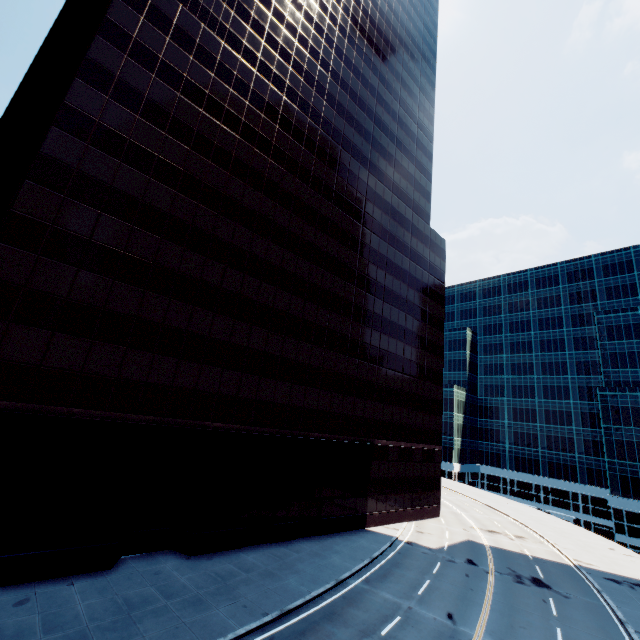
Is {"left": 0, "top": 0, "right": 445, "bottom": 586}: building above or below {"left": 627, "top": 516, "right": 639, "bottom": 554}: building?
above

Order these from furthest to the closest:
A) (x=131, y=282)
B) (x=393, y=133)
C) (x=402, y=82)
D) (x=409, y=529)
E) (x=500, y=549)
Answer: (x=402, y=82) < (x=393, y=133) < (x=409, y=529) < (x=500, y=549) < (x=131, y=282)

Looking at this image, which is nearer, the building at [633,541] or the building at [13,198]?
the building at [13,198]

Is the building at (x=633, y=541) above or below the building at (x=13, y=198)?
below

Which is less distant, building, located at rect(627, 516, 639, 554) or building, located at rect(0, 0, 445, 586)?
building, located at rect(0, 0, 445, 586)
